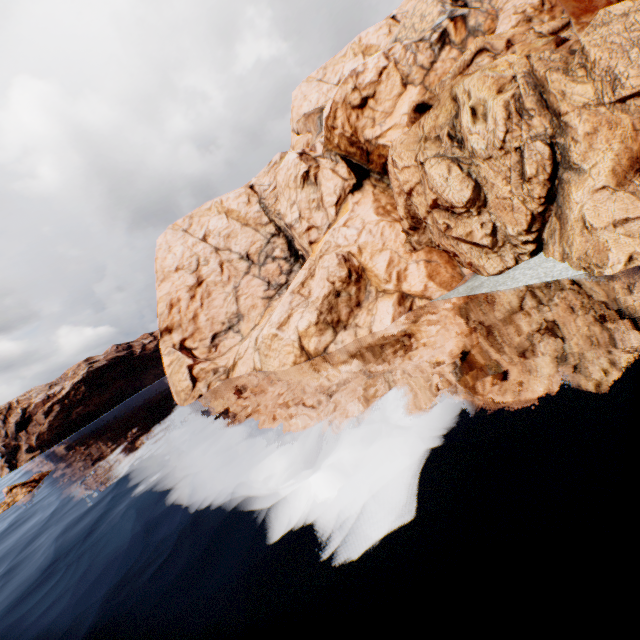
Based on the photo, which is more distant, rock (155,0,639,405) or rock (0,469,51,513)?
rock (0,469,51,513)

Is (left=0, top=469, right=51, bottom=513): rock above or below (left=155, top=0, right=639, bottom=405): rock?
below

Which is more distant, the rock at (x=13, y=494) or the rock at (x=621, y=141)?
the rock at (x=13, y=494)

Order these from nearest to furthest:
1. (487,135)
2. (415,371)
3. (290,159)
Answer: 1. (415,371)
2. (487,135)
3. (290,159)

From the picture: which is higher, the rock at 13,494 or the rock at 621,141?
the rock at 621,141
